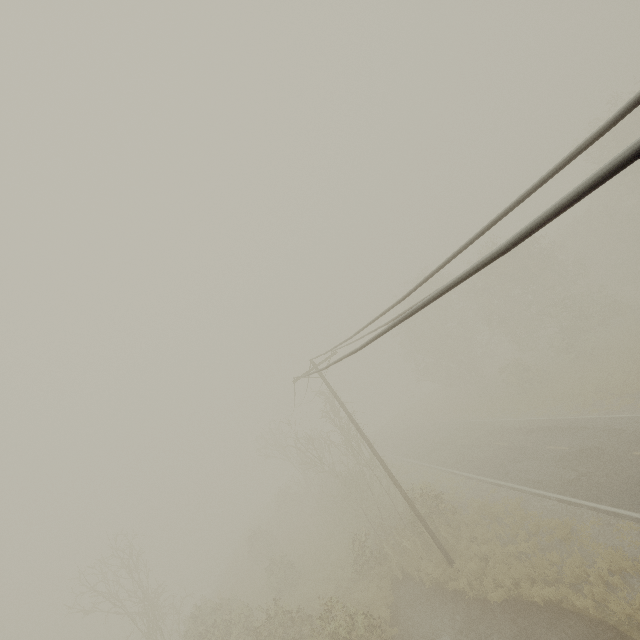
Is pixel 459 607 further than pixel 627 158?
Yes
